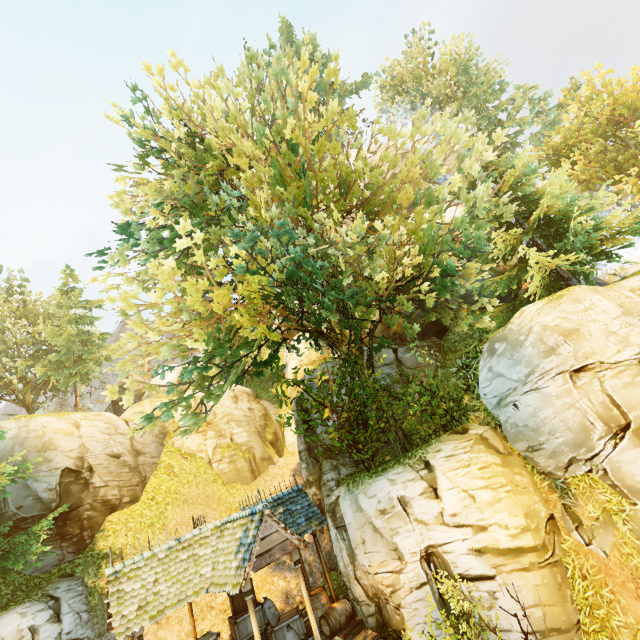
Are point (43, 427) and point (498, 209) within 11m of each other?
no

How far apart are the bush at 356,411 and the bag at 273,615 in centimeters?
646cm

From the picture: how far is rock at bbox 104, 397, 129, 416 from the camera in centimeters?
3766cm

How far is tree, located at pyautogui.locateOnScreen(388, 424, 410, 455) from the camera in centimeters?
1223cm

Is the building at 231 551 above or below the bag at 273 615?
above

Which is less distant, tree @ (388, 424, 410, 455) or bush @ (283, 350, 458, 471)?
bush @ (283, 350, 458, 471)

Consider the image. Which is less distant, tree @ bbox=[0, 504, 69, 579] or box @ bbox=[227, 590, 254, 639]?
tree @ bbox=[0, 504, 69, 579]

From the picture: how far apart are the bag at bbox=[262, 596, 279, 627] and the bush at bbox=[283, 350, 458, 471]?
6.5 meters
